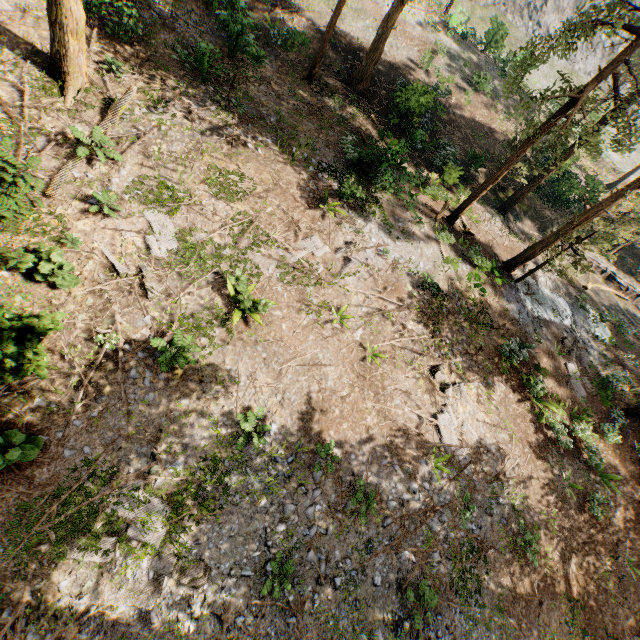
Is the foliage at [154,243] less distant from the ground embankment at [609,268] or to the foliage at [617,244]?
the foliage at [617,244]

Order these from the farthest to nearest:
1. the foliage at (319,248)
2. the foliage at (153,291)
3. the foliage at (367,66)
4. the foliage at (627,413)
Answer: the foliage at (367,66), the foliage at (627,413), the foliage at (319,248), the foliage at (153,291)

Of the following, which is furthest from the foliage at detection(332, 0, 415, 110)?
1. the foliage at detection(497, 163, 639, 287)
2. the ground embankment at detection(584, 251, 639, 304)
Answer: the ground embankment at detection(584, 251, 639, 304)

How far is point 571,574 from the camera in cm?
1277

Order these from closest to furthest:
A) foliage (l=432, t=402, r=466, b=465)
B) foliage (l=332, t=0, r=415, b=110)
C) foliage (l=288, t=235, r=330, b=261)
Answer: foliage (l=432, t=402, r=466, b=465)
foliage (l=288, t=235, r=330, b=261)
foliage (l=332, t=0, r=415, b=110)

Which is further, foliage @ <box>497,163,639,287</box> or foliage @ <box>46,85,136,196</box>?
foliage @ <box>497,163,639,287</box>

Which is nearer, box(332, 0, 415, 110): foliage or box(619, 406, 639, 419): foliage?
box(619, 406, 639, 419): foliage
